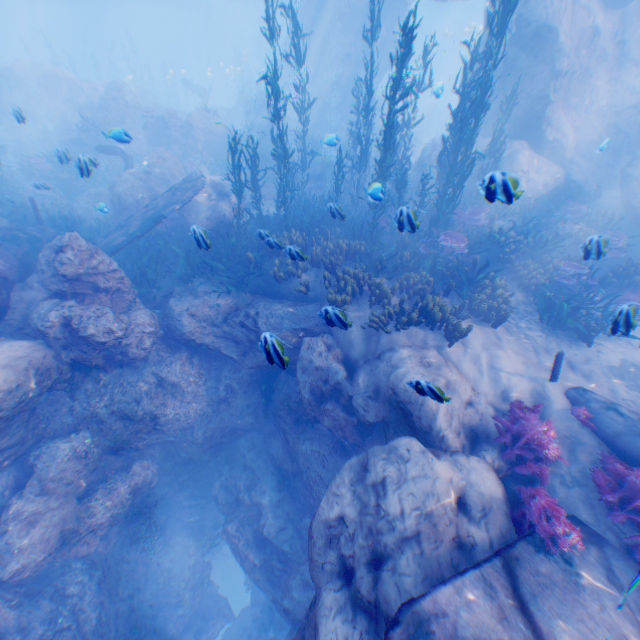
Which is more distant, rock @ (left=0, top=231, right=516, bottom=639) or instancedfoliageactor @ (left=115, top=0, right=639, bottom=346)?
instancedfoliageactor @ (left=115, top=0, right=639, bottom=346)

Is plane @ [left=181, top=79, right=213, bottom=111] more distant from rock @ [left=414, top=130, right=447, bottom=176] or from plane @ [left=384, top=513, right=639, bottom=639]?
plane @ [left=384, top=513, right=639, bottom=639]

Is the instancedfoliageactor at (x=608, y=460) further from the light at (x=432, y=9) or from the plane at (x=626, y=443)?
the light at (x=432, y=9)

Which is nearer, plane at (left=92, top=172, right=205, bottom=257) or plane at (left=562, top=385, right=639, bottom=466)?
plane at (left=562, top=385, right=639, bottom=466)

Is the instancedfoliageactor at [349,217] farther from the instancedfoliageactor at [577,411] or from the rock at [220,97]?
the instancedfoliageactor at [577,411]

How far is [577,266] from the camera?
10.6m

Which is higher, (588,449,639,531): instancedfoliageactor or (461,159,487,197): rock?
(461,159,487,197): rock

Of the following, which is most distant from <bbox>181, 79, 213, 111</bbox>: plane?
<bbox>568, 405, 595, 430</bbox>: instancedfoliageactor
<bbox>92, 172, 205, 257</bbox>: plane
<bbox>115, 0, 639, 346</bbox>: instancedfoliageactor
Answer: <bbox>568, 405, 595, 430</bbox>: instancedfoliageactor
